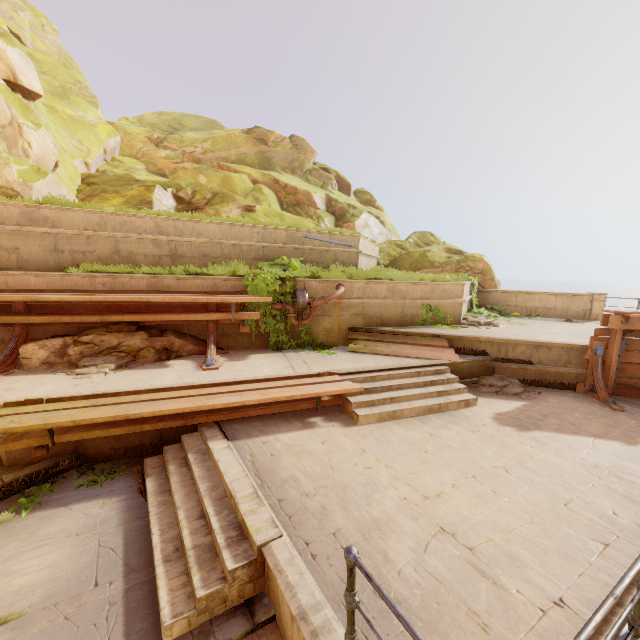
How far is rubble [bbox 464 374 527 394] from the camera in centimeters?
791cm

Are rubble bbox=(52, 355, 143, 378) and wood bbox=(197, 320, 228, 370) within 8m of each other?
yes

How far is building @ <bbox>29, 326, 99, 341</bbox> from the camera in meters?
7.3 m

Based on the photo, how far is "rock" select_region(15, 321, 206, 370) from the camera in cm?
664

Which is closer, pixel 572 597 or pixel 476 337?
pixel 572 597

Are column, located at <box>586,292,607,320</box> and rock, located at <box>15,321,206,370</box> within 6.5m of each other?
no

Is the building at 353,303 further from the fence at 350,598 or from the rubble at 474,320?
the fence at 350,598

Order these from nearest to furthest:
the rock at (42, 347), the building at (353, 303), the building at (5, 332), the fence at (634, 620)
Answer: the fence at (634, 620) → the building at (353, 303) → the rock at (42, 347) → the building at (5, 332)
